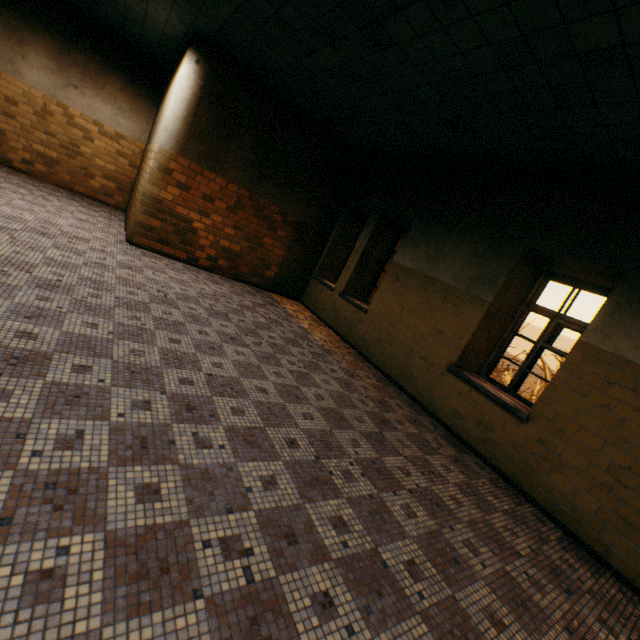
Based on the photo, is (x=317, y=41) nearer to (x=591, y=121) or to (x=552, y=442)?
(x=591, y=121)
